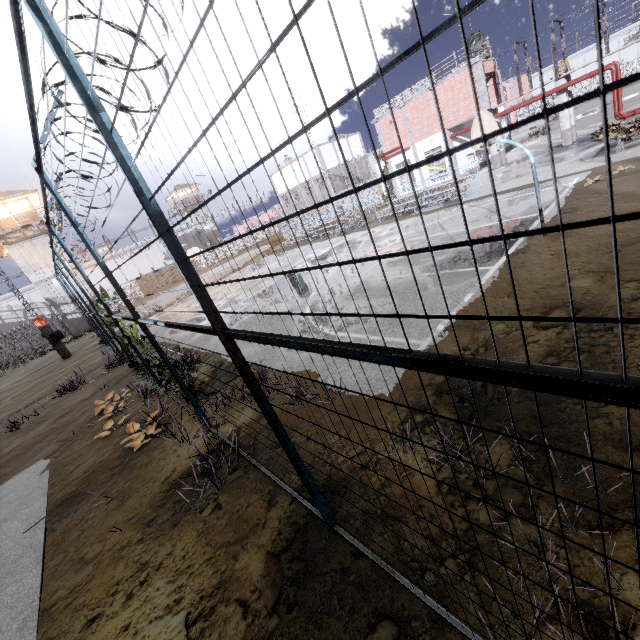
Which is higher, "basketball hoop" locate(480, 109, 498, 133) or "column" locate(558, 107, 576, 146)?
"basketball hoop" locate(480, 109, 498, 133)

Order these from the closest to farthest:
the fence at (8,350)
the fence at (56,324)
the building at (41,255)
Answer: the building at (41,255)
the fence at (8,350)
the fence at (56,324)

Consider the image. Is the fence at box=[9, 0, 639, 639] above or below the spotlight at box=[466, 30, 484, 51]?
below

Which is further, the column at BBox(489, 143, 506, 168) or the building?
the building

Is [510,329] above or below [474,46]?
below

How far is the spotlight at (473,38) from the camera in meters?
20.6 m

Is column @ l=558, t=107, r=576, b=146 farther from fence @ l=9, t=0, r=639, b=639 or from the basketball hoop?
the basketball hoop

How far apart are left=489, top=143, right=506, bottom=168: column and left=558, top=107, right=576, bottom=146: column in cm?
388
